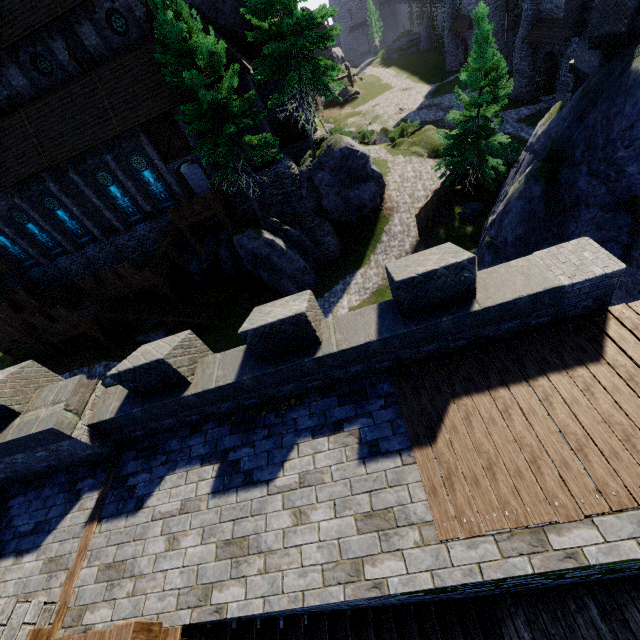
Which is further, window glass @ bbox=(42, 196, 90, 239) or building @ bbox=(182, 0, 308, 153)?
window glass @ bbox=(42, 196, 90, 239)

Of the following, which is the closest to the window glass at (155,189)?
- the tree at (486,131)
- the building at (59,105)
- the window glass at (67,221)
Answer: the building at (59,105)

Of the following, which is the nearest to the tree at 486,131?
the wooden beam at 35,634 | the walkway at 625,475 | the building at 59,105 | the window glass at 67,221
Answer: the building at 59,105

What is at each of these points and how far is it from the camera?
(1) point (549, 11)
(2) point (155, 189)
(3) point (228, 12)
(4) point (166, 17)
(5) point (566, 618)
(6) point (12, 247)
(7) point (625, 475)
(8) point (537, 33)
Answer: (1) building, 28.5 meters
(2) window glass, 24.3 meters
(3) building, 20.1 meters
(4) tree, 14.9 meters
(5) stairs, 5.5 meters
(6) window glass, 26.6 meters
(7) walkway, 4.3 meters
(8) awning, 29.6 meters

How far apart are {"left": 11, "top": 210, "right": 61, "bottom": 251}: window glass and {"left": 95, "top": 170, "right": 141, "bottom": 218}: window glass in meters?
6.5 m

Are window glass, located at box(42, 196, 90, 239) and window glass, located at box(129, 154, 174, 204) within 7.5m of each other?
yes

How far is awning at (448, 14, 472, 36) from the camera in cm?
4070

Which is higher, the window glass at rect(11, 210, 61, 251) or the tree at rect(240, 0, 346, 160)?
the tree at rect(240, 0, 346, 160)
